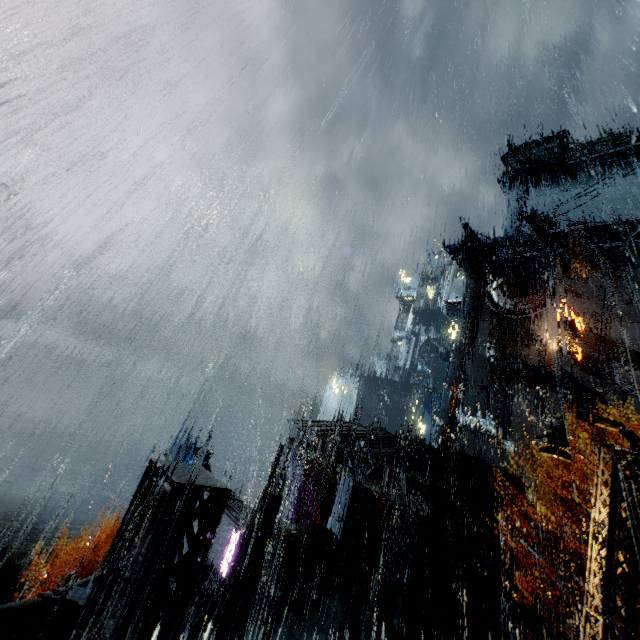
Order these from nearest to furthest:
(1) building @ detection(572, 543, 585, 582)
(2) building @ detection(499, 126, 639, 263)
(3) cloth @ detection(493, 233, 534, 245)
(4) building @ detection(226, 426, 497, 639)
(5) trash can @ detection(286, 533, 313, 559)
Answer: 1. (4) building @ detection(226, 426, 497, 639)
2. (5) trash can @ detection(286, 533, 313, 559)
3. (1) building @ detection(572, 543, 585, 582)
4. (2) building @ detection(499, 126, 639, 263)
5. (3) cloth @ detection(493, 233, 534, 245)

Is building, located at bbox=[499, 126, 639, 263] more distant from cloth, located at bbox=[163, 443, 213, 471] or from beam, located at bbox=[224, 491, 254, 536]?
cloth, located at bbox=[163, 443, 213, 471]

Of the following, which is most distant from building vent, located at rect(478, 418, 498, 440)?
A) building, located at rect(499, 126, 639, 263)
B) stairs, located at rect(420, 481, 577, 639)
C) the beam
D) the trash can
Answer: the beam

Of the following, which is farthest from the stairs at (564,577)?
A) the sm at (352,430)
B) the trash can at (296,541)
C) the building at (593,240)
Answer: the sm at (352,430)

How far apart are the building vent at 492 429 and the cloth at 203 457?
28.94m

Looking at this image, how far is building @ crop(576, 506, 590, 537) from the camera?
25.0m

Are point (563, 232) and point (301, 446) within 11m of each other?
no

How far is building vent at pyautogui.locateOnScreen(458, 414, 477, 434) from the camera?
37.5m
